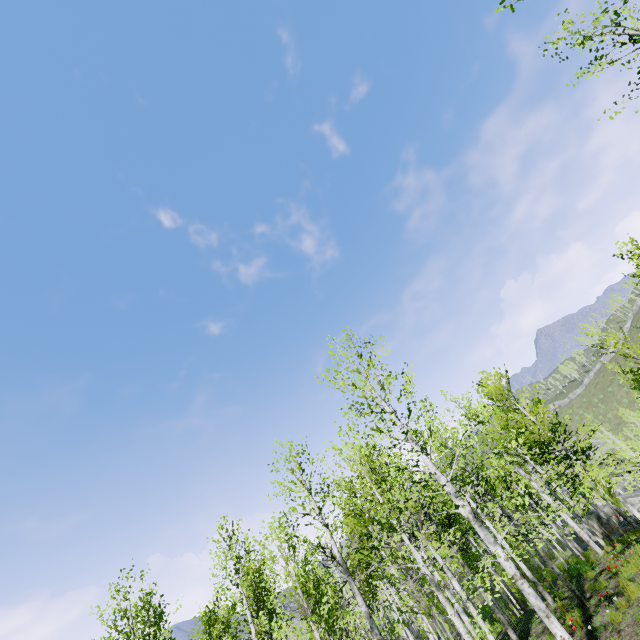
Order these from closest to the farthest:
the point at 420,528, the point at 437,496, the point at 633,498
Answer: the point at 420,528
the point at 437,496
the point at 633,498
